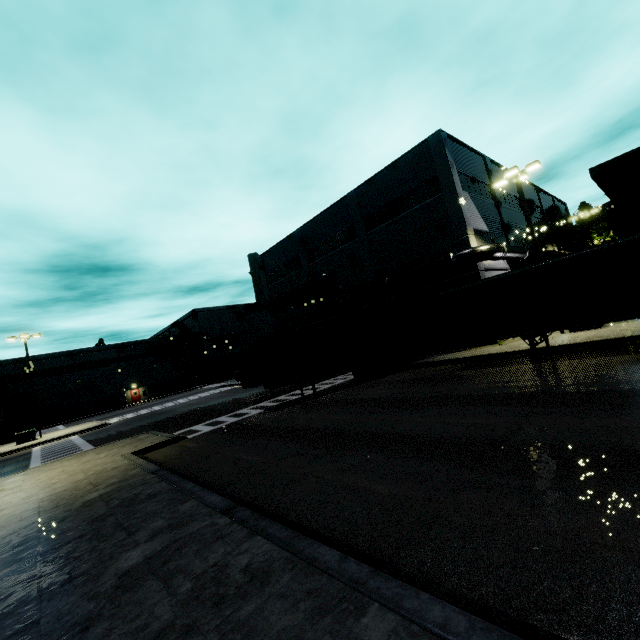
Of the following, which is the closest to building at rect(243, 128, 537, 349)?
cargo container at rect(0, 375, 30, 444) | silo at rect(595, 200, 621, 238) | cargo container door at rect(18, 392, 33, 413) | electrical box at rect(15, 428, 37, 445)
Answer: cargo container at rect(0, 375, 30, 444)

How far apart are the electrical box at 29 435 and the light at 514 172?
42.0 meters

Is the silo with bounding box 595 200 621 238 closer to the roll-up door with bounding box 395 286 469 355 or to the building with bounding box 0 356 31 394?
the building with bounding box 0 356 31 394

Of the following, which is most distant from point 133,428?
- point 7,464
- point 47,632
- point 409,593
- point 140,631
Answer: point 409,593

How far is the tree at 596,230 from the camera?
34.9 meters

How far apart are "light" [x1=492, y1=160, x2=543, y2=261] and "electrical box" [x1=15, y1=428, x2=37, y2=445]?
42.03m

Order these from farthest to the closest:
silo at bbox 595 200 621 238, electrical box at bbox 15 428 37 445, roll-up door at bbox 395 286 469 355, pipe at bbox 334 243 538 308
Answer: silo at bbox 595 200 621 238
electrical box at bbox 15 428 37 445
roll-up door at bbox 395 286 469 355
pipe at bbox 334 243 538 308

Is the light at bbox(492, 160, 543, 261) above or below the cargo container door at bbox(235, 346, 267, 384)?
above
